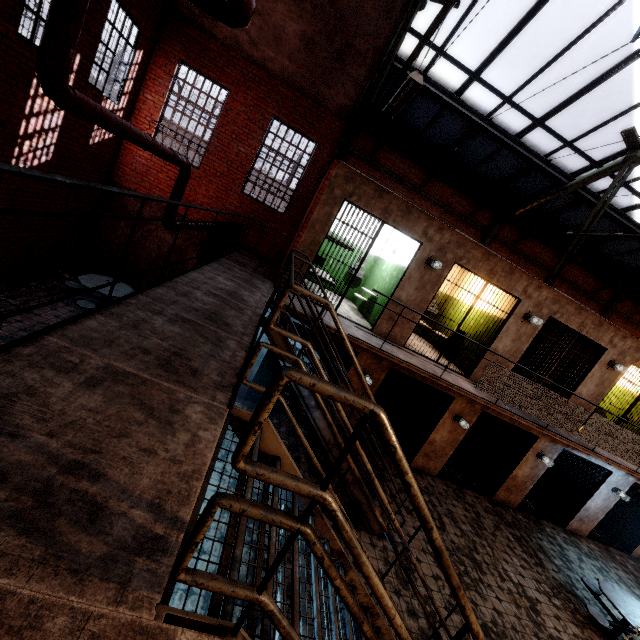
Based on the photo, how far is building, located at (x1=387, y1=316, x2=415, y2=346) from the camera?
7.9m

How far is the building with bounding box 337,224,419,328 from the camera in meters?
8.4

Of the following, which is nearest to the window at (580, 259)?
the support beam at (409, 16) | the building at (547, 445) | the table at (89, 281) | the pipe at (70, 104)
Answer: the support beam at (409, 16)

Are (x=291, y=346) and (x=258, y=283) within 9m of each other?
yes

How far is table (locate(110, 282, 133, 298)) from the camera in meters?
8.1

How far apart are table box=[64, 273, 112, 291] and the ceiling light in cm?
729

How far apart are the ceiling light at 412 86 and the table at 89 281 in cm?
729

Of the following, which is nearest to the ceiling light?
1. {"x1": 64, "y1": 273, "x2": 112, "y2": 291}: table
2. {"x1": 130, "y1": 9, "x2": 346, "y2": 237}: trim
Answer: {"x1": 130, "y1": 9, "x2": 346, "y2": 237}: trim
